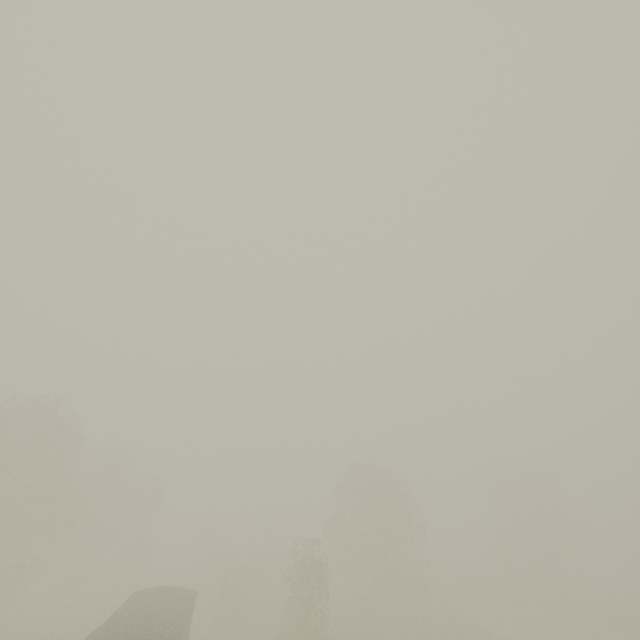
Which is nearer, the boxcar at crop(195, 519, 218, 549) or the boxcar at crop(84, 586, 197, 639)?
the boxcar at crop(84, 586, 197, 639)

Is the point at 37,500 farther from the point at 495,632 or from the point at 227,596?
the point at 495,632

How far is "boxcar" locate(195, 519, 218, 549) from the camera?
57.50m

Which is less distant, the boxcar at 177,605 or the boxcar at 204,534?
the boxcar at 177,605

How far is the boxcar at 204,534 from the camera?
57.50m
